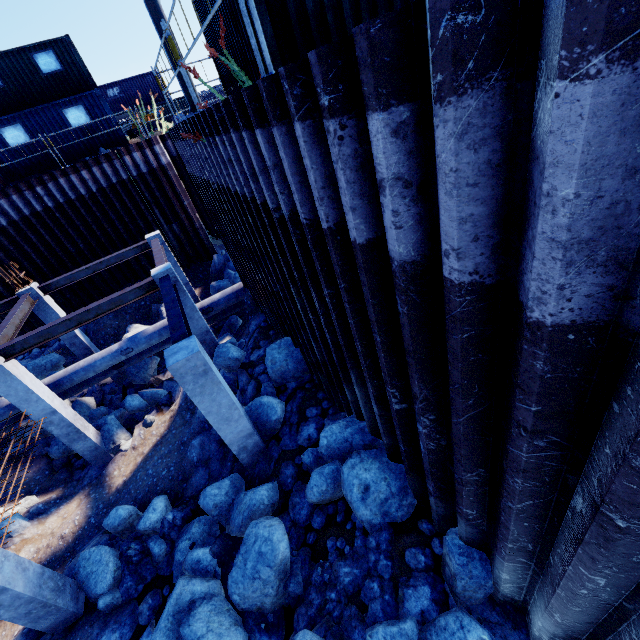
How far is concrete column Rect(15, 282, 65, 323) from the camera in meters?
12.2 m

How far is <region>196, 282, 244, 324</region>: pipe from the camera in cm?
1267

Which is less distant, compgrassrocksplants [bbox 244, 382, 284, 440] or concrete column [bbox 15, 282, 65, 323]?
compgrassrocksplants [bbox 244, 382, 284, 440]

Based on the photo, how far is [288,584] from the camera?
5.1 meters

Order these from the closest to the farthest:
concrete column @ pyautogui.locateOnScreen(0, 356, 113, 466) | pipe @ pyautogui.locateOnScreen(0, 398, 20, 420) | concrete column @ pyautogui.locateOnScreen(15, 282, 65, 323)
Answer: concrete column @ pyautogui.locateOnScreen(0, 356, 113, 466) < pipe @ pyautogui.locateOnScreen(0, 398, 20, 420) < concrete column @ pyautogui.locateOnScreen(15, 282, 65, 323)

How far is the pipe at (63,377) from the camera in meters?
11.4 m

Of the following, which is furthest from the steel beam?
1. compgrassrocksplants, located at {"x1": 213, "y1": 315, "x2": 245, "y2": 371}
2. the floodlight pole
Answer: the floodlight pole

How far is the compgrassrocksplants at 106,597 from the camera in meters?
6.6 m
